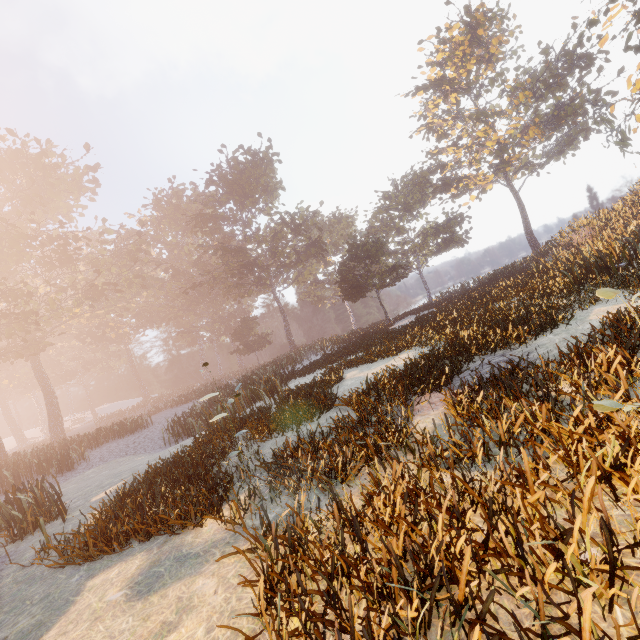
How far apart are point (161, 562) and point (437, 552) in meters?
3.9 m
